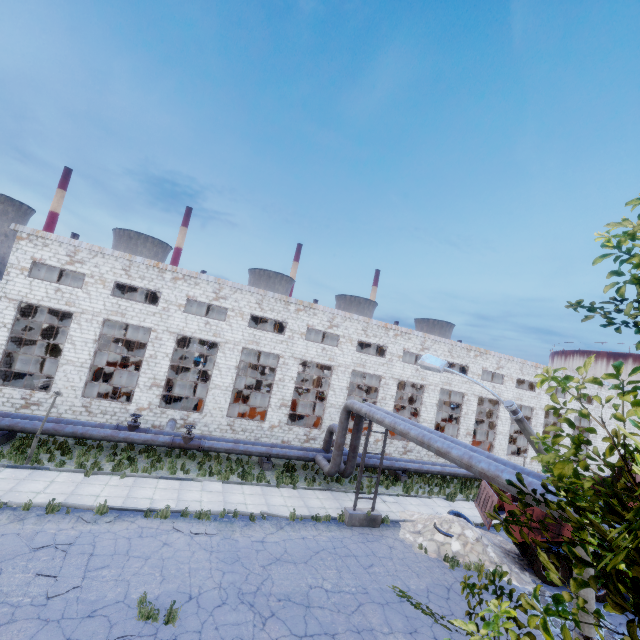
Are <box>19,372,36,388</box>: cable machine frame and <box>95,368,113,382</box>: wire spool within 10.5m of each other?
yes

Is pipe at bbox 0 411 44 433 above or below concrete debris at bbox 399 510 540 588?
above

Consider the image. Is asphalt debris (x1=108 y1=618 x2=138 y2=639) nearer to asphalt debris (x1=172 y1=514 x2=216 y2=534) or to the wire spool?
asphalt debris (x1=172 y1=514 x2=216 y2=534)

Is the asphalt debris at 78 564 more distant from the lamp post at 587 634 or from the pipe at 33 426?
the lamp post at 587 634

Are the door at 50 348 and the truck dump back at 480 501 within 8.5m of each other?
no

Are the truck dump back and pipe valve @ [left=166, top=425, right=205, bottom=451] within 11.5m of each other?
no

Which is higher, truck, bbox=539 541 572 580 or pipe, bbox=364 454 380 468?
pipe, bbox=364 454 380 468

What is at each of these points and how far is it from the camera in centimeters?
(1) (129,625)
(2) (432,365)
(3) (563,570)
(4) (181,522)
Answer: (1) asphalt debris, 773cm
(2) lamp post, 960cm
(3) truck, 1320cm
(4) asphalt debris, 1227cm
